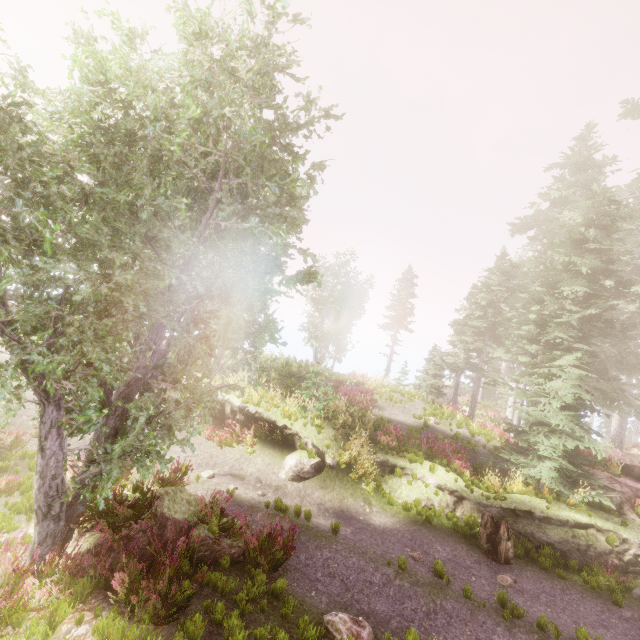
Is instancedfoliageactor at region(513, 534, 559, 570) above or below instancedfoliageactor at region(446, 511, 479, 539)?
below

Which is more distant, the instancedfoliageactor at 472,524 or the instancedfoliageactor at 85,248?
the instancedfoliageactor at 472,524

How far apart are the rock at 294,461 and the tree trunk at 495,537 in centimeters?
554cm

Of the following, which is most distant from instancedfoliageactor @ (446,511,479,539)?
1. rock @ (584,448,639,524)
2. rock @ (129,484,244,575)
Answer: rock @ (129,484,244,575)

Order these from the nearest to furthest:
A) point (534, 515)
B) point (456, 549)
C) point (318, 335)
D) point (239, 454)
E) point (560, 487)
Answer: point (456, 549) → point (534, 515) → point (560, 487) → point (239, 454) → point (318, 335)

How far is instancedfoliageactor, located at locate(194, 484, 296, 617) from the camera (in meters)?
6.43

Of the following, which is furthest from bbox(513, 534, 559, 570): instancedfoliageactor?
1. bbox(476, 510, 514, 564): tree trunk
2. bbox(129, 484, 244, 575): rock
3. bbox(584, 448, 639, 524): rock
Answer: bbox(476, 510, 514, 564): tree trunk

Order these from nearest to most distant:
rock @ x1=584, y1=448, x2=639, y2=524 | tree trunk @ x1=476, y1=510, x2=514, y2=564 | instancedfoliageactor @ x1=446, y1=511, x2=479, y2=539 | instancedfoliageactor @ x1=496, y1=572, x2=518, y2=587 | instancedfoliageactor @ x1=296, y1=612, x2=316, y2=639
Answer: instancedfoliageactor @ x1=296, y1=612, x2=316, y2=639 < instancedfoliageactor @ x1=496, y1=572, x2=518, y2=587 < tree trunk @ x1=476, y1=510, x2=514, y2=564 < instancedfoliageactor @ x1=446, y1=511, x2=479, y2=539 < rock @ x1=584, y1=448, x2=639, y2=524
